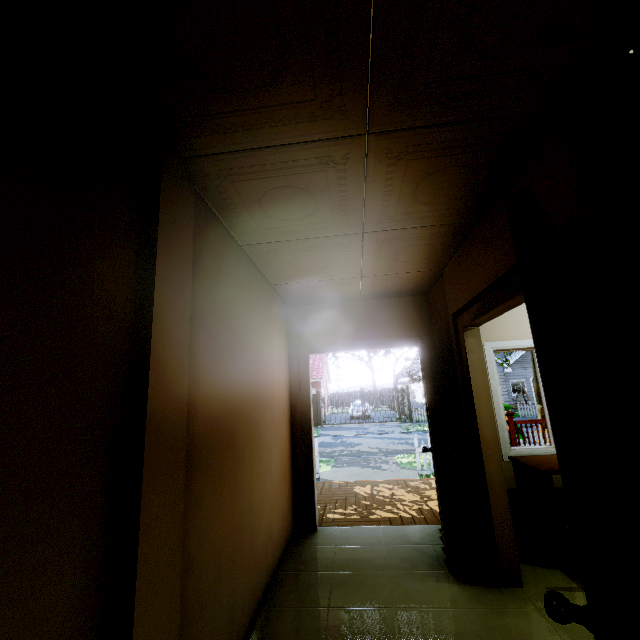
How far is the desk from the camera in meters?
2.8

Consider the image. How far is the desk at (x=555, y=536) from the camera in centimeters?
279cm

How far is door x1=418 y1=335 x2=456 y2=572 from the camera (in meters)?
2.85

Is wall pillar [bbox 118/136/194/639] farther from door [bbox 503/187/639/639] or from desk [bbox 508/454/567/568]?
desk [bbox 508/454/567/568]

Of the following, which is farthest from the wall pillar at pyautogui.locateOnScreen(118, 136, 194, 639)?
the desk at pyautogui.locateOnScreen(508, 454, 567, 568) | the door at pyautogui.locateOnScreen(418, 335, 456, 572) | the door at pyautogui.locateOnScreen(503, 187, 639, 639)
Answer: the desk at pyautogui.locateOnScreen(508, 454, 567, 568)

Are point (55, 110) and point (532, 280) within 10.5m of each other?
yes

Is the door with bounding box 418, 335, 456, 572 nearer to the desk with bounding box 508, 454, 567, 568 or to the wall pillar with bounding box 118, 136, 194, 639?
the desk with bounding box 508, 454, 567, 568

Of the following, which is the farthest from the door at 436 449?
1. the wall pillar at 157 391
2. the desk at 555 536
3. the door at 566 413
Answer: the wall pillar at 157 391
